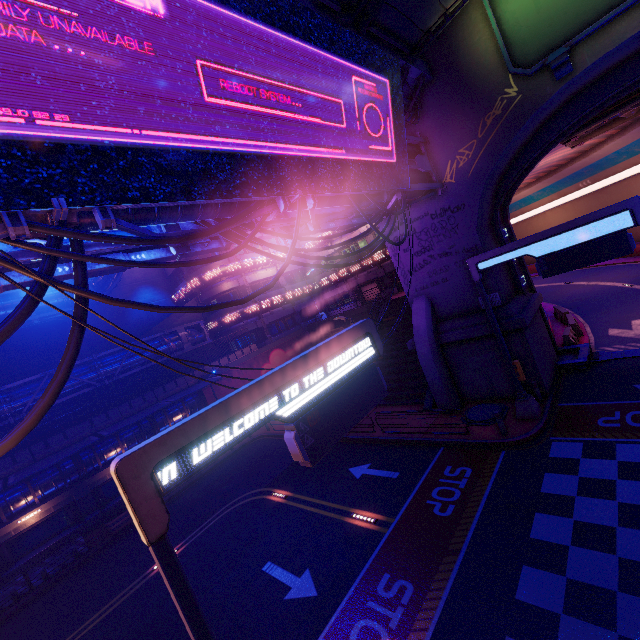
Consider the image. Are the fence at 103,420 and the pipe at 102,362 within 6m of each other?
yes

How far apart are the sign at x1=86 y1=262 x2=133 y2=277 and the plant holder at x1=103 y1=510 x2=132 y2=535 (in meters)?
18.75

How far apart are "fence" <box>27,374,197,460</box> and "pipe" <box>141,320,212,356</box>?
0.03m

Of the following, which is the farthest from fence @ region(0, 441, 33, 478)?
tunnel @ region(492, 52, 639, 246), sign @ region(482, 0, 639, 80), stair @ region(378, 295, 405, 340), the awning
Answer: sign @ region(482, 0, 639, 80)

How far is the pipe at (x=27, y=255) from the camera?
5.7m

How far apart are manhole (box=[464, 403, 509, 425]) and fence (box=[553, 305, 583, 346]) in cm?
829

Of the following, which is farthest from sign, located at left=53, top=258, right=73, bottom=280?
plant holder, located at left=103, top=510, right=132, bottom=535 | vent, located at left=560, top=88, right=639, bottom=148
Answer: plant holder, located at left=103, top=510, right=132, bottom=535

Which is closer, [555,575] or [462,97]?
[555,575]
